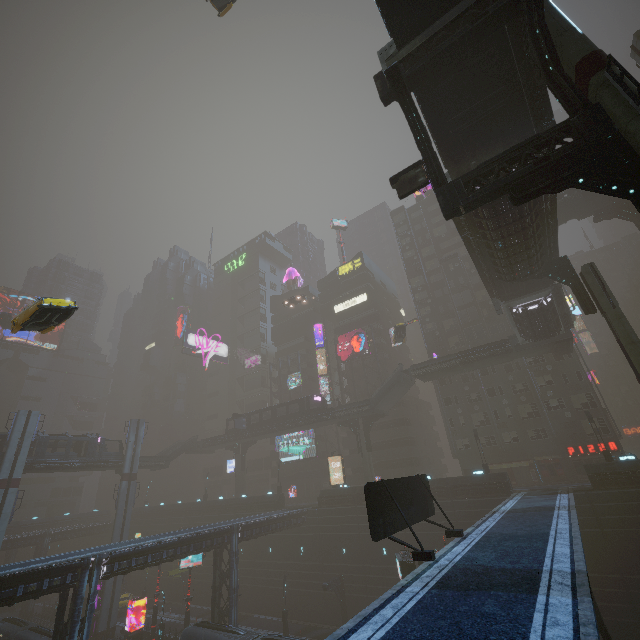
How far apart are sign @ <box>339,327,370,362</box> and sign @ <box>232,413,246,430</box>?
A: 19.3m

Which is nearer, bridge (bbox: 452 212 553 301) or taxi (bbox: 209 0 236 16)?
bridge (bbox: 452 212 553 301)

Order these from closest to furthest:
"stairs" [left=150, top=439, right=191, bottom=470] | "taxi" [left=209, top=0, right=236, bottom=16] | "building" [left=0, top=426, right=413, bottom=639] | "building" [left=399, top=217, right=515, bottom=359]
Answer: "building" [left=0, top=426, right=413, bottom=639], "taxi" [left=209, top=0, right=236, bottom=16], "building" [left=399, top=217, right=515, bottom=359], "stairs" [left=150, top=439, right=191, bottom=470]

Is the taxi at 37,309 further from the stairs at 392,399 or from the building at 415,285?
the stairs at 392,399

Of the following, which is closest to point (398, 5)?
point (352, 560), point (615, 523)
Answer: point (615, 523)

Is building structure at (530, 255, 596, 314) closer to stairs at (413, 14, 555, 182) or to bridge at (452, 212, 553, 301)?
bridge at (452, 212, 553, 301)

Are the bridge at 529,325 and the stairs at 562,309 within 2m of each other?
yes

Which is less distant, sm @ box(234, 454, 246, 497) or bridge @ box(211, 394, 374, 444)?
bridge @ box(211, 394, 374, 444)
